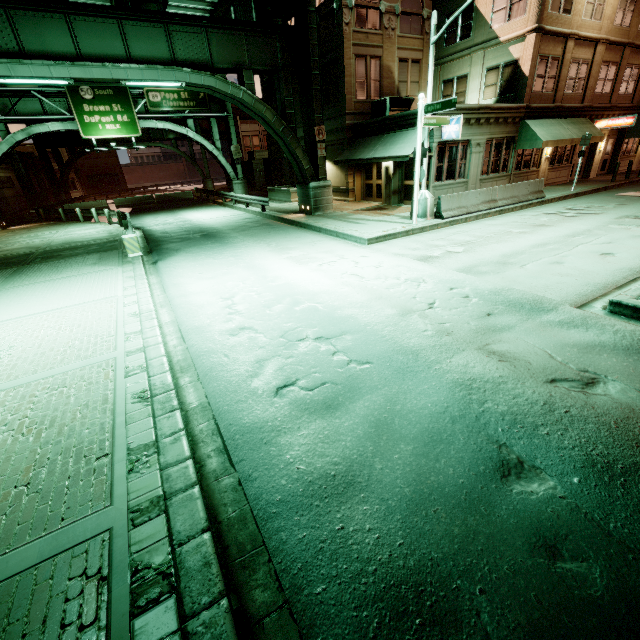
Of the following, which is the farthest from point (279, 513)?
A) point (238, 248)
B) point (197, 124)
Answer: point (197, 124)

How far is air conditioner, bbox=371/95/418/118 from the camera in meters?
19.2 m

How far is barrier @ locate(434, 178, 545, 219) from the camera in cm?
1462

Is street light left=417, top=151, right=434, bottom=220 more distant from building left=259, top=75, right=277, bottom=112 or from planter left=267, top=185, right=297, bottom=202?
planter left=267, top=185, right=297, bottom=202

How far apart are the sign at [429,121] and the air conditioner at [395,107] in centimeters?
743cm

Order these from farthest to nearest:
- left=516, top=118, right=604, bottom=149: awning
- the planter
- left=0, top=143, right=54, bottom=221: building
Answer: left=0, top=143, right=54, bottom=221: building < the planter < left=516, top=118, right=604, bottom=149: awning

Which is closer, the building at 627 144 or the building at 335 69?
the building at 335 69

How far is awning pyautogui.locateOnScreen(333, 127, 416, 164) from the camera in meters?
16.5
